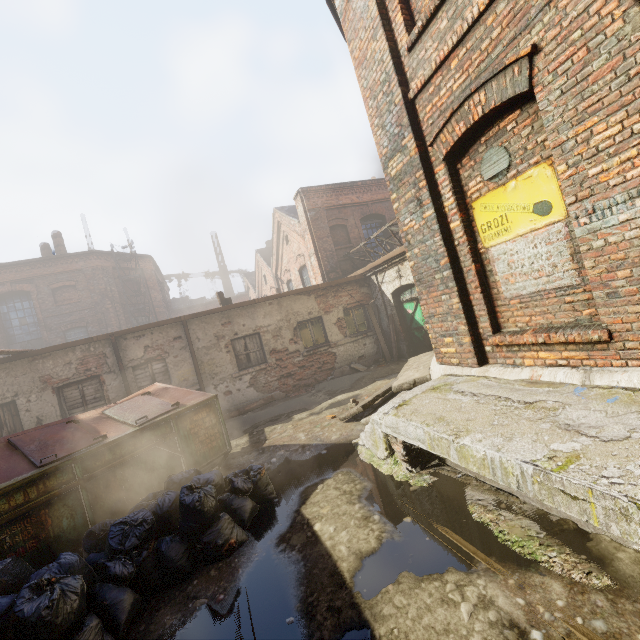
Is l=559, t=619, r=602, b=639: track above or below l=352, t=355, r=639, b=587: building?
below

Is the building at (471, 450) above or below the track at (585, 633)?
above

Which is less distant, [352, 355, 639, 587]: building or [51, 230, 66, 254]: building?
[352, 355, 639, 587]: building

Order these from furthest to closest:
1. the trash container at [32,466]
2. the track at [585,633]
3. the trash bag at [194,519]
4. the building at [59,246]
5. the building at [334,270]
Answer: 1. the building at [59,246]
2. the building at [334,270]
3. the trash container at [32,466]
4. the trash bag at [194,519]
5. the track at [585,633]

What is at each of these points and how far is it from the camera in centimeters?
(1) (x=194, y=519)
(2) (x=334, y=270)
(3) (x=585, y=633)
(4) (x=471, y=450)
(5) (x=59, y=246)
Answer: (1) trash bag, 351cm
(2) building, 1474cm
(3) track, 190cm
(4) building, 288cm
(5) building, 2095cm

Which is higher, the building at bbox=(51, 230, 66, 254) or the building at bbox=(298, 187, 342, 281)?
the building at bbox=(51, 230, 66, 254)

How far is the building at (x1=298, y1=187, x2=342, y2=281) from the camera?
14.60m

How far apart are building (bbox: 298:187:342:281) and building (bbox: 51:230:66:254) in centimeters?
1706cm
